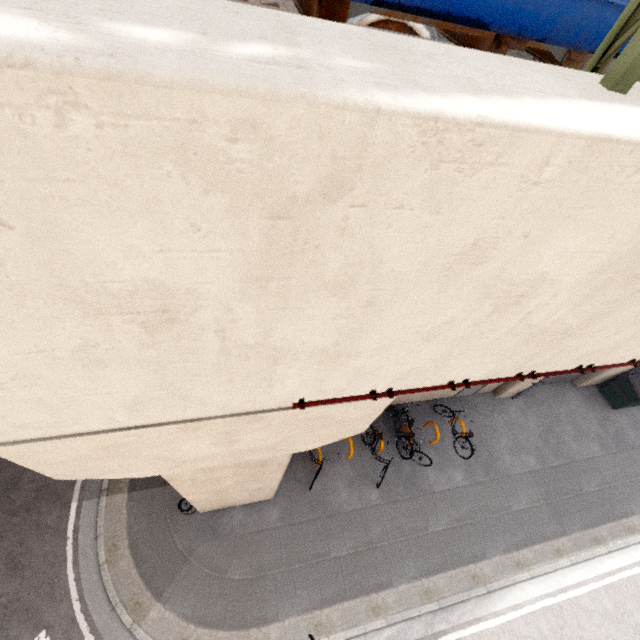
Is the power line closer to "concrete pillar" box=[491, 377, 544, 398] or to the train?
the train

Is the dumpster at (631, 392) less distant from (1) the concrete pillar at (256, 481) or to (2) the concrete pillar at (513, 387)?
(2) the concrete pillar at (513, 387)

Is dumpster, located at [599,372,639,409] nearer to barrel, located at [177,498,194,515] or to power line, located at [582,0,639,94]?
power line, located at [582,0,639,94]

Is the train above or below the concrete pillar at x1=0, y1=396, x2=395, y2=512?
above

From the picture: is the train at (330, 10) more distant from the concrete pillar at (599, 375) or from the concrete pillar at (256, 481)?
the concrete pillar at (599, 375)

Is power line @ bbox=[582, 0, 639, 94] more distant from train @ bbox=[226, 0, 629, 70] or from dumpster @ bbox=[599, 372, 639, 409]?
dumpster @ bbox=[599, 372, 639, 409]

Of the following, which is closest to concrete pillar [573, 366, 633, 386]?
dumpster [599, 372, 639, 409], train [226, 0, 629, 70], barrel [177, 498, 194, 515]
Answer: dumpster [599, 372, 639, 409]

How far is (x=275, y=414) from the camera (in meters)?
3.51
